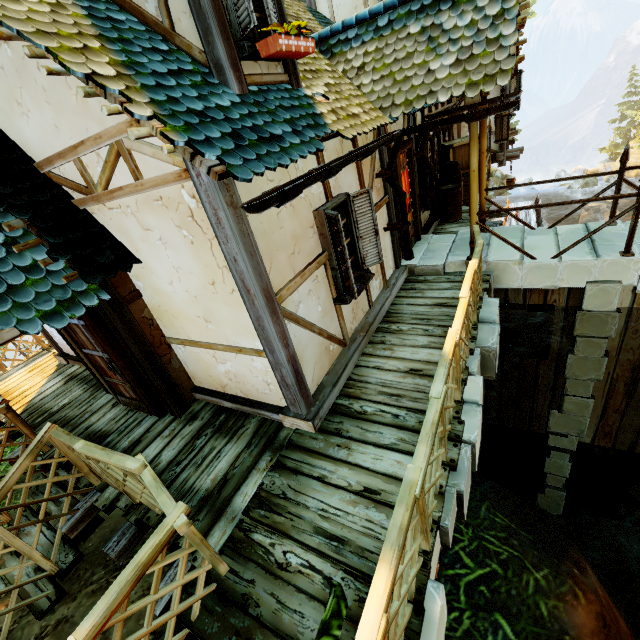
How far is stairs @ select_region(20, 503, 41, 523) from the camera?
4.6 meters

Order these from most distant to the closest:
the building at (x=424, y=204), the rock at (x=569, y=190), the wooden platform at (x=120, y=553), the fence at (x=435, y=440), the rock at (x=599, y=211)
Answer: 1. the rock at (x=569, y=190)
2. the rock at (x=599, y=211)
3. the building at (x=424, y=204)
4. the wooden platform at (x=120, y=553)
5. the fence at (x=435, y=440)

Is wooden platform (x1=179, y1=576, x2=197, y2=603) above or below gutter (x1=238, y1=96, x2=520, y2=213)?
below

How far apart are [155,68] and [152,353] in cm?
327

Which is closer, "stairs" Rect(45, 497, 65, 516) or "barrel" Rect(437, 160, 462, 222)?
"stairs" Rect(45, 497, 65, 516)

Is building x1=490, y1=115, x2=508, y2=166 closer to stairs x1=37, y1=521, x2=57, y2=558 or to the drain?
stairs x1=37, y1=521, x2=57, y2=558

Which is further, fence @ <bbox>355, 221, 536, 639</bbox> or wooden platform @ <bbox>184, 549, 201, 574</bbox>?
wooden platform @ <bbox>184, 549, 201, 574</bbox>

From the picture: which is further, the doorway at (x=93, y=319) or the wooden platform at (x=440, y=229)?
the wooden platform at (x=440, y=229)
